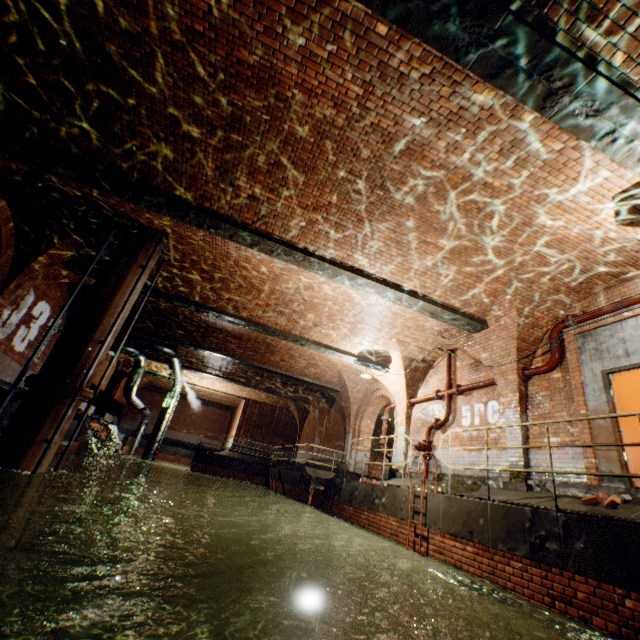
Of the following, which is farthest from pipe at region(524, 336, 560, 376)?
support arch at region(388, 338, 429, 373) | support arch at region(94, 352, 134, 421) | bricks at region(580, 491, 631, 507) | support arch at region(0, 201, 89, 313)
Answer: support arch at region(94, 352, 134, 421)

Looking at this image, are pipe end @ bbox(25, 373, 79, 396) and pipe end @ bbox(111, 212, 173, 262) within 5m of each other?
yes

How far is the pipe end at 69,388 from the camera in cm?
647

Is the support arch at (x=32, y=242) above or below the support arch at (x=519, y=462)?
above

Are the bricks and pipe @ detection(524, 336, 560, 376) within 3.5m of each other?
yes

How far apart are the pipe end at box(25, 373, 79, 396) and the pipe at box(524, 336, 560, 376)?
10.43m

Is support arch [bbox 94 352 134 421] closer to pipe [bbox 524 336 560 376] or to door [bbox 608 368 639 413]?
pipe [bbox 524 336 560 376]

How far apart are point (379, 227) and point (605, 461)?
6.33m
